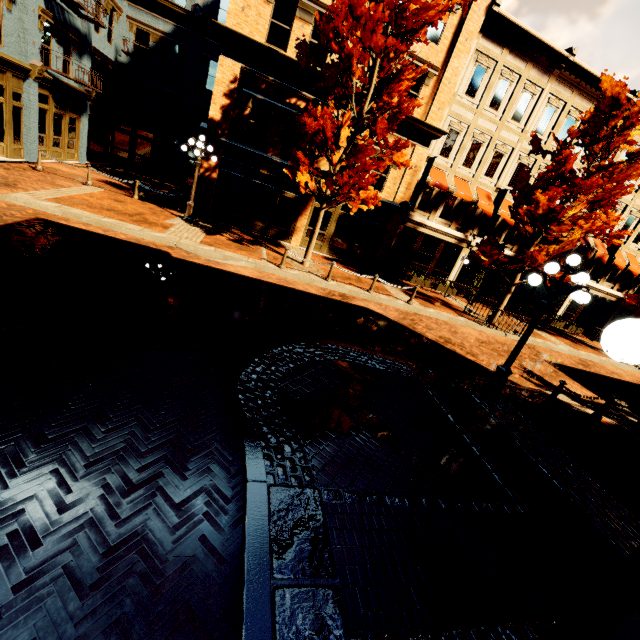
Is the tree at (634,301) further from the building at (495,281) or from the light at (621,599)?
the light at (621,599)

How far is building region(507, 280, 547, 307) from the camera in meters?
22.7 m

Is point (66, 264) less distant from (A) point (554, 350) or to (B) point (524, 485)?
(B) point (524, 485)

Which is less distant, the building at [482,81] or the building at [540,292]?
the building at [482,81]

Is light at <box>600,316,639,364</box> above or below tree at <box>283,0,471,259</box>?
below

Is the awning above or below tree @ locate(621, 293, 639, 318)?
above

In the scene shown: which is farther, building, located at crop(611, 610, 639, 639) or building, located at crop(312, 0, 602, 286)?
building, located at crop(312, 0, 602, 286)

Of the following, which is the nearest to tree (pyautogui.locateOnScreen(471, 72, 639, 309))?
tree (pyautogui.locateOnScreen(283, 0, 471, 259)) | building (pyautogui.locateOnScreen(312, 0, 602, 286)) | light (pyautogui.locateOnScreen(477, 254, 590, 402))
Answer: building (pyautogui.locateOnScreen(312, 0, 602, 286))
